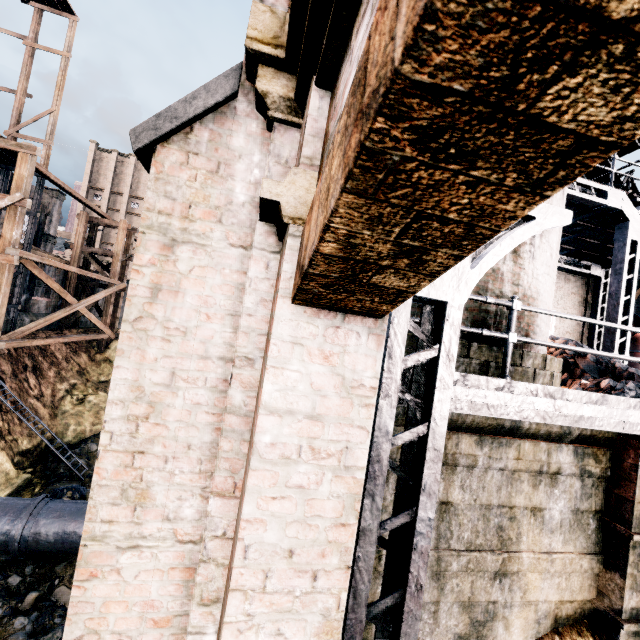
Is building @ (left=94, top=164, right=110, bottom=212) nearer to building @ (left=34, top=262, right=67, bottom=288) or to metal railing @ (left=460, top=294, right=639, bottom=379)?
building @ (left=34, top=262, right=67, bottom=288)

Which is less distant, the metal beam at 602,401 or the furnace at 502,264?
the metal beam at 602,401

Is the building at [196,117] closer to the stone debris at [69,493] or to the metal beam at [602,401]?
the metal beam at [602,401]

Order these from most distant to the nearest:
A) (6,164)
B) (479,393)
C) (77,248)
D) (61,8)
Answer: (77,248) < (61,8) < (6,164) < (479,393)

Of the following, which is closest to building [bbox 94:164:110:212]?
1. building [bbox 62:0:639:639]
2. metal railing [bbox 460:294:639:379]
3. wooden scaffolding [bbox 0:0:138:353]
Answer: building [bbox 62:0:639:639]

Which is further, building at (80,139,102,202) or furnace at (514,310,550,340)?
building at (80,139,102,202)

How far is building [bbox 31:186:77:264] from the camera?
30.0m

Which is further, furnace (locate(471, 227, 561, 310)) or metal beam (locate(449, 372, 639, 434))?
furnace (locate(471, 227, 561, 310))
